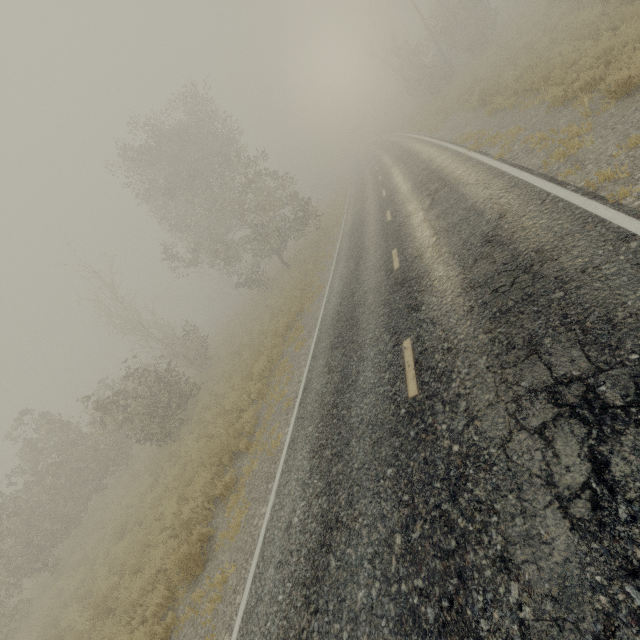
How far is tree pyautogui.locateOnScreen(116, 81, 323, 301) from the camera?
20.11m

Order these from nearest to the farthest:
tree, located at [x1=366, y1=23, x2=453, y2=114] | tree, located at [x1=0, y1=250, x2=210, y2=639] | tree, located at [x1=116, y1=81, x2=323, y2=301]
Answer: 1. tree, located at [x1=0, y1=250, x2=210, y2=639]
2. tree, located at [x1=116, y1=81, x2=323, y2=301]
3. tree, located at [x1=366, y1=23, x2=453, y2=114]

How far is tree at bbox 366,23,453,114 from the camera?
29.9m

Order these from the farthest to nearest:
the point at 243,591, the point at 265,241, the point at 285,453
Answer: the point at 265,241, the point at 285,453, the point at 243,591

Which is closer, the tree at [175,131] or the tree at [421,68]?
the tree at [175,131]

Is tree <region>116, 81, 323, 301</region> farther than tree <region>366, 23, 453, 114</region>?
No
